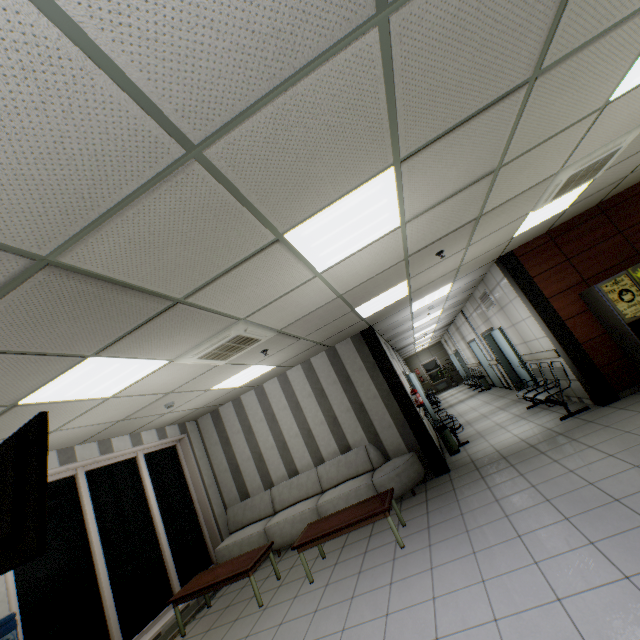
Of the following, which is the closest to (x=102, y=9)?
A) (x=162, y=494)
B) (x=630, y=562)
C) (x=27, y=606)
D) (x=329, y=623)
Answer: (x=630, y=562)

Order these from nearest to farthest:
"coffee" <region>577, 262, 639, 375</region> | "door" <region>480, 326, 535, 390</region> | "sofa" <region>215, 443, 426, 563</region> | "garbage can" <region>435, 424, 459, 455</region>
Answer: "coffee" <region>577, 262, 639, 375</region> < "sofa" <region>215, 443, 426, 563</region> < "garbage can" <region>435, 424, 459, 455</region> < "door" <region>480, 326, 535, 390</region>

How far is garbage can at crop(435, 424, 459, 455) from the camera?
7.2 meters

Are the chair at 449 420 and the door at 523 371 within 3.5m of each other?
yes

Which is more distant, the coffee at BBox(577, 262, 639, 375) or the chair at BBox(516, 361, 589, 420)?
the chair at BBox(516, 361, 589, 420)

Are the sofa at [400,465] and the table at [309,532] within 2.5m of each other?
yes

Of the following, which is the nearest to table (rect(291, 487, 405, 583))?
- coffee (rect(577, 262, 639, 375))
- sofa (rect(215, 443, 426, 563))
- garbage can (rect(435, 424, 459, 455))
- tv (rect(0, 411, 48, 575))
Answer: sofa (rect(215, 443, 426, 563))

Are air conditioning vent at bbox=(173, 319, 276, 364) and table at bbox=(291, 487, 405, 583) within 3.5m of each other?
yes
